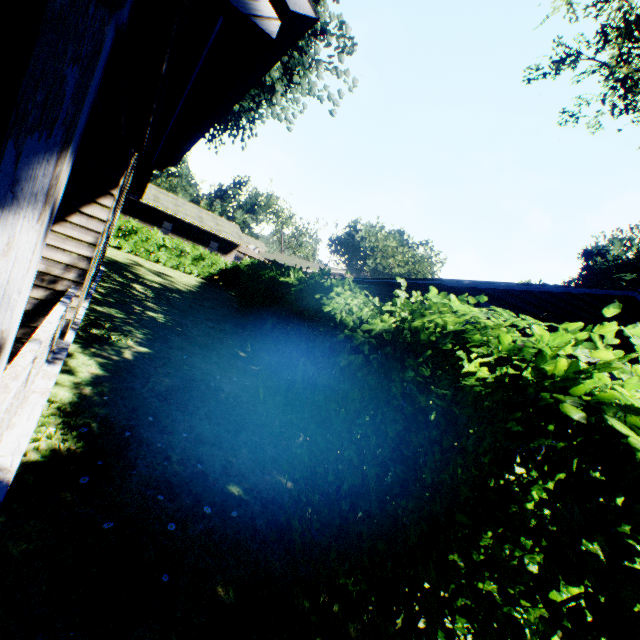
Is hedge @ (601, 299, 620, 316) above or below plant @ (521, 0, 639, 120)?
below

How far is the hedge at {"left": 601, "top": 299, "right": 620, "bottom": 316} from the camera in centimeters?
140cm

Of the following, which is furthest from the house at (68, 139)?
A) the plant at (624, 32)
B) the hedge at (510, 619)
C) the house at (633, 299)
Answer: the house at (633, 299)

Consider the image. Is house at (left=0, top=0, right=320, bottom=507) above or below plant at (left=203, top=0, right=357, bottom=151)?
below

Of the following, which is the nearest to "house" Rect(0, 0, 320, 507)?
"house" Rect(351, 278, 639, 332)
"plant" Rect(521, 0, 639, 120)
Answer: "plant" Rect(521, 0, 639, 120)

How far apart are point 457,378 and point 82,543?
3.6m

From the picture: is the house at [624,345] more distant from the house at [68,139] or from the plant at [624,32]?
the plant at [624,32]

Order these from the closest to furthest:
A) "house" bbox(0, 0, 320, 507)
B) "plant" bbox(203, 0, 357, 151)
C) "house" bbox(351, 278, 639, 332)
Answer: "house" bbox(0, 0, 320, 507), "house" bbox(351, 278, 639, 332), "plant" bbox(203, 0, 357, 151)
